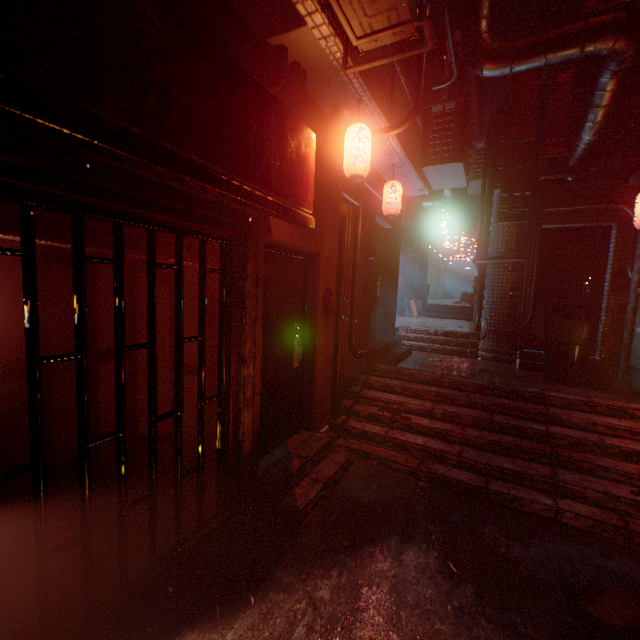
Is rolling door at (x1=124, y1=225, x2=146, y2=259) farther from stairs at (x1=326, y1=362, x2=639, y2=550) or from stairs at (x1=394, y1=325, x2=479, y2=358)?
stairs at (x1=394, y1=325, x2=479, y2=358)

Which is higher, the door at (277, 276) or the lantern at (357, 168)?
the lantern at (357, 168)

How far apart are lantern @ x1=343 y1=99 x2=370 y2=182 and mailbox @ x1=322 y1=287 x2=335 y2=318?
1.20m

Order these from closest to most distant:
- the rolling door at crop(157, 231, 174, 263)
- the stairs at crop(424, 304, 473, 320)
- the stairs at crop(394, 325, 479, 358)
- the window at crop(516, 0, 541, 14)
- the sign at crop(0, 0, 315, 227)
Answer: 1. the sign at crop(0, 0, 315, 227)
2. the rolling door at crop(157, 231, 174, 263)
3. the stairs at crop(394, 325, 479, 358)
4. the stairs at crop(424, 304, 473, 320)
5. the window at crop(516, 0, 541, 14)

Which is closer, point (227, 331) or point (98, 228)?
point (98, 228)

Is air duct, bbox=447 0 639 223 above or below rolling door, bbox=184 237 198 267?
above

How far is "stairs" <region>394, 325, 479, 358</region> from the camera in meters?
6.1 m

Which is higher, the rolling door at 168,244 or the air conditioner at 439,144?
the air conditioner at 439,144
